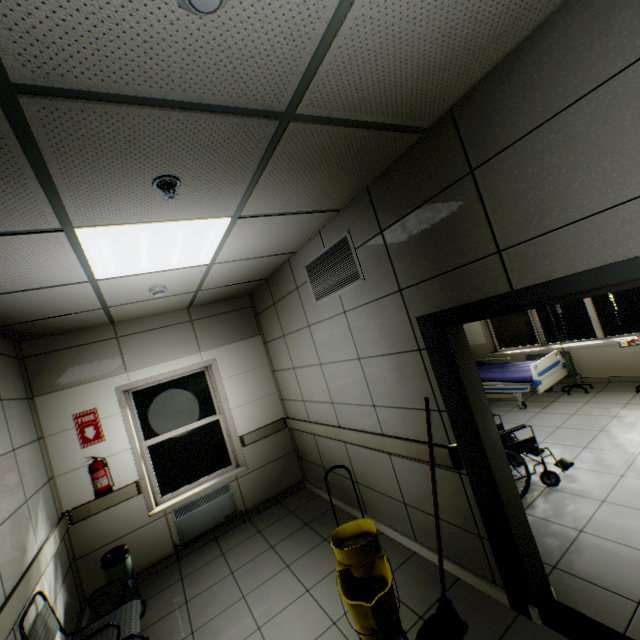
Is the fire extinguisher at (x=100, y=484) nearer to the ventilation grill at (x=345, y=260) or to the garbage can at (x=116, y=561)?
the garbage can at (x=116, y=561)

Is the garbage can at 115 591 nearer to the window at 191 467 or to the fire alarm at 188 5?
the window at 191 467

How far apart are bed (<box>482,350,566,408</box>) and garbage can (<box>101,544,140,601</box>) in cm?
591

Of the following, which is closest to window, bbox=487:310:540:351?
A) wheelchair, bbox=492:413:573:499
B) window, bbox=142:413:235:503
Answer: wheelchair, bbox=492:413:573:499

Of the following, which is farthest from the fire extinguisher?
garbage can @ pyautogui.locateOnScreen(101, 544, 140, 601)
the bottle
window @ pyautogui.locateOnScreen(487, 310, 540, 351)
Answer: window @ pyautogui.locateOnScreen(487, 310, 540, 351)

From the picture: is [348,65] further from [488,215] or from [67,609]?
[67,609]

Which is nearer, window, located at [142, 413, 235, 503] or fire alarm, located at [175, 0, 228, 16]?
fire alarm, located at [175, 0, 228, 16]

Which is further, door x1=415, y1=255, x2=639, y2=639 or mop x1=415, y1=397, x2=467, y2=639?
mop x1=415, y1=397, x2=467, y2=639
